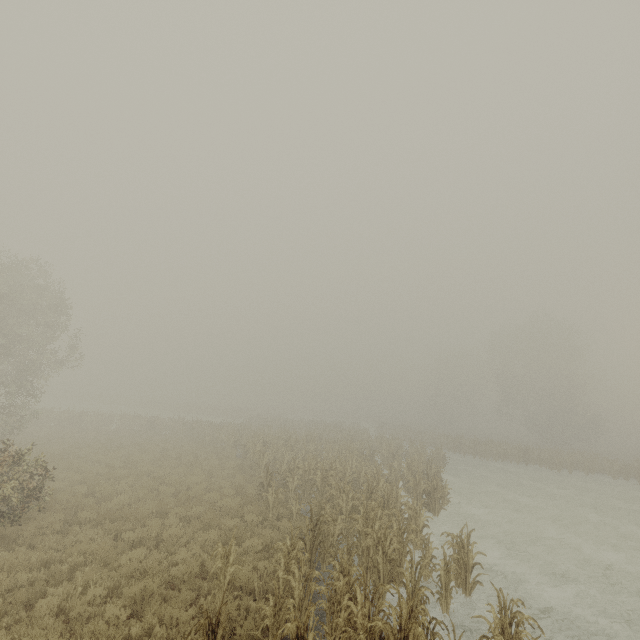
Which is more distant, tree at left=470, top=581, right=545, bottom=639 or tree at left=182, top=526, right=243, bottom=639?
tree at left=470, top=581, right=545, bottom=639

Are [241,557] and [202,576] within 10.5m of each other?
yes

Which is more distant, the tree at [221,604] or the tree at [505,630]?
the tree at [505,630]
